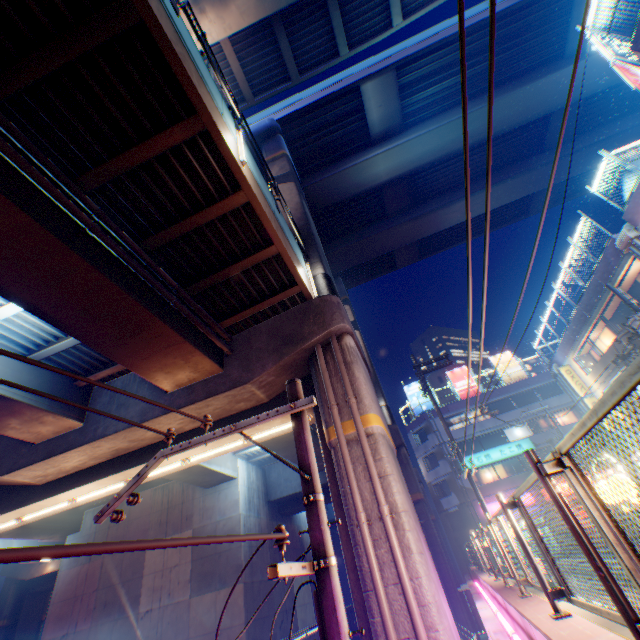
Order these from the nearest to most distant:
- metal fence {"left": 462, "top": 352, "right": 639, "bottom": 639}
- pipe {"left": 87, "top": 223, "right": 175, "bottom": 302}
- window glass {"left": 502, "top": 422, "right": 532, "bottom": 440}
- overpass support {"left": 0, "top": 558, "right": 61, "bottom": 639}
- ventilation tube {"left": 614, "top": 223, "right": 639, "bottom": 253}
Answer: metal fence {"left": 462, "top": 352, "right": 639, "bottom": 639}
pipe {"left": 87, "top": 223, "right": 175, "bottom": 302}
ventilation tube {"left": 614, "top": 223, "right": 639, "bottom": 253}
overpass support {"left": 0, "top": 558, "right": 61, "bottom": 639}
window glass {"left": 502, "top": 422, "right": 532, "bottom": 440}

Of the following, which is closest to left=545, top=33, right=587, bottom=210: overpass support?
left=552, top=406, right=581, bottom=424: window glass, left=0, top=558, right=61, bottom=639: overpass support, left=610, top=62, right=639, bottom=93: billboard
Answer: left=0, top=558, right=61, bottom=639: overpass support

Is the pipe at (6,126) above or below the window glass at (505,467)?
above

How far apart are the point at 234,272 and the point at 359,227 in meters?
22.0

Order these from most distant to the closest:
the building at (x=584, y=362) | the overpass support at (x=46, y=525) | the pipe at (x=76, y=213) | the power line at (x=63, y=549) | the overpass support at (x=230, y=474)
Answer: the building at (x=584, y=362) < the overpass support at (x=46, y=525) < the overpass support at (x=230, y=474) < the pipe at (x=76, y=213) < the power line at (x=63, y=549)

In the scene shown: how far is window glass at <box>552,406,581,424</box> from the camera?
34.5m

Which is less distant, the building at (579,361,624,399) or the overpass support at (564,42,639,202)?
the building at (579,361,624,399)

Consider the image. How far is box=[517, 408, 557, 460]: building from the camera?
33.6 meters
